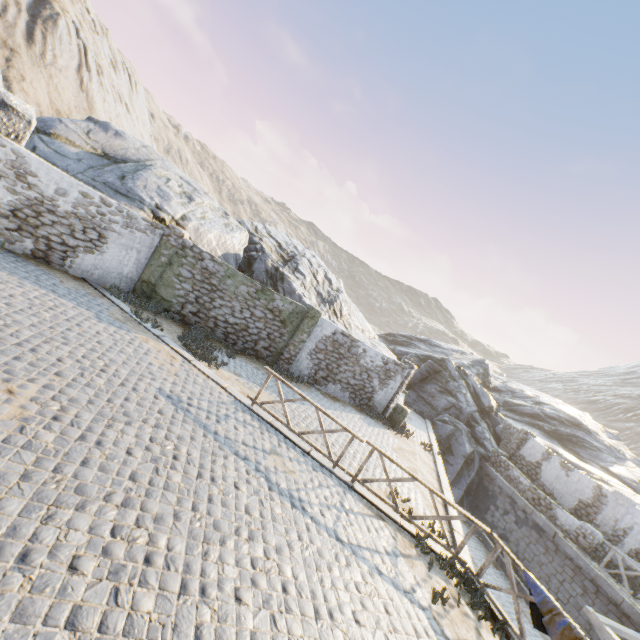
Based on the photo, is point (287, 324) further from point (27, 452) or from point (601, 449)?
point (601, 449)

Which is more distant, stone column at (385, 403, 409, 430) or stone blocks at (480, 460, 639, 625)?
stone column at (385, 403, 409, 430)

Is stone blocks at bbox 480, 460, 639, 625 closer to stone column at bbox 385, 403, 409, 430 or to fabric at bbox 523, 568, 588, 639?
fabric at bbox 523, 568, 588, 639

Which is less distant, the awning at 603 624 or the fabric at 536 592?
the fabric at 536 592

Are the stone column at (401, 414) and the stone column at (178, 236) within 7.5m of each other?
no

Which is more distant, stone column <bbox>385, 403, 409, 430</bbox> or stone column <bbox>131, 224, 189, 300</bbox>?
stone column <bbox>385, 403, 409, 430</bbox>

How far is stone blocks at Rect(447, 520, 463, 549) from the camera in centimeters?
862cm

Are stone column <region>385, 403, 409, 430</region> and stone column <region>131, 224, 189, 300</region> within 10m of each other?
no
